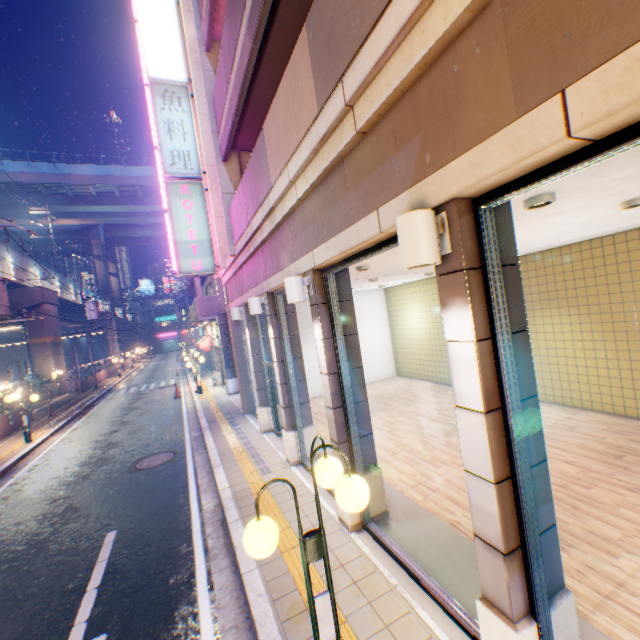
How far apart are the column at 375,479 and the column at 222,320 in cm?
1267

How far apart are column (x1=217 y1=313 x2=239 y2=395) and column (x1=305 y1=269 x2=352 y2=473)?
12.67m

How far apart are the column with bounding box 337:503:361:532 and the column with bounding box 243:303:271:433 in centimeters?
529cm

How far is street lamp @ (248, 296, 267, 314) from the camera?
7.6m

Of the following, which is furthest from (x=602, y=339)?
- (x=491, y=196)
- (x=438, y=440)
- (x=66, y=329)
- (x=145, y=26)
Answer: (x=66, y=329)

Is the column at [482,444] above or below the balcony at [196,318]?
below

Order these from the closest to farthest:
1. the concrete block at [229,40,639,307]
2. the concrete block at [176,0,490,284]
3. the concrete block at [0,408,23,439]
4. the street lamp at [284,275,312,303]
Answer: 1. the concrete block at [229,40,639,307]
2. the concrete block at [176,0,490,284]
3. the street lamp at [284,275,312,303]
4. the concrete block at [0,408,23,439]

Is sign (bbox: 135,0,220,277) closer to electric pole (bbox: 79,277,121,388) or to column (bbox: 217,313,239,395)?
column (bbox: 217,313,239,395)
